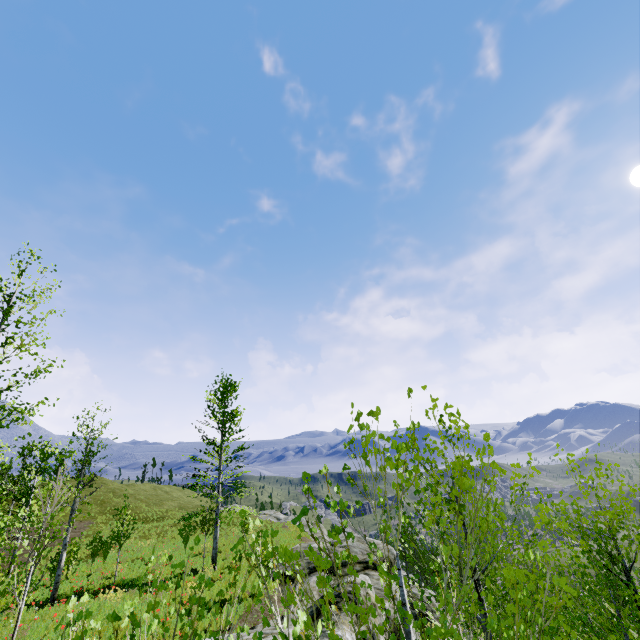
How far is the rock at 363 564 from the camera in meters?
10.7

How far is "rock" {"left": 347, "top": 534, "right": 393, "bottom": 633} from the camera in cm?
1066

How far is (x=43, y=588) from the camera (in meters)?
17.77
